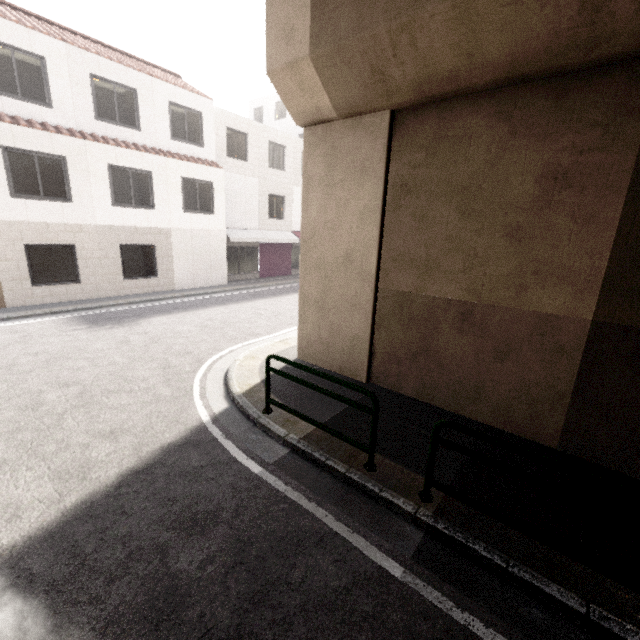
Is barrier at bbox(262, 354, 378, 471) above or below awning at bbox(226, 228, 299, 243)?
below

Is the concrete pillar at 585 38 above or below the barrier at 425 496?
above

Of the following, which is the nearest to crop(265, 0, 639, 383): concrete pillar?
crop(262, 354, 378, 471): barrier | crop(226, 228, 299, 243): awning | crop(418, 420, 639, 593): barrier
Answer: crop(262, 354, 378, 471): barrier

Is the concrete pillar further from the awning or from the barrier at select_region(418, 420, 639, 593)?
the awning

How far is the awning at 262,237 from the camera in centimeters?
1805cm

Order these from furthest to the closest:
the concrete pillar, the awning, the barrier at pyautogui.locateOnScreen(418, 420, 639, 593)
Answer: the awning
the concrete pillar
the barrier at pyautogui.locateOnScreen(418, 420, 639, 593)

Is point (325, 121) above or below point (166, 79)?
below

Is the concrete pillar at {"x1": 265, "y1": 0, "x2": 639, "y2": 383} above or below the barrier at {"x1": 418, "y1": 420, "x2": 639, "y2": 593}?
above
